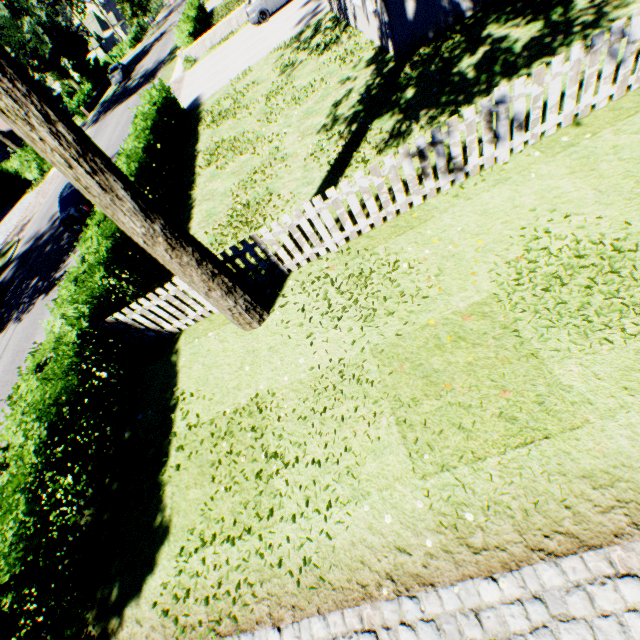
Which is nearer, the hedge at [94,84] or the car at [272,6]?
the car at [272,6]

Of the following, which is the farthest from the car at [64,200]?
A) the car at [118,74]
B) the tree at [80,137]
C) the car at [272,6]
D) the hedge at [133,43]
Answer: the car at [118,74]

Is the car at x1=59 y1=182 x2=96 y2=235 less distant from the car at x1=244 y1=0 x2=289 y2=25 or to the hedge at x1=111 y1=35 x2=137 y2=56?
the car at x1=244 y1=0 x2=289 y2=25

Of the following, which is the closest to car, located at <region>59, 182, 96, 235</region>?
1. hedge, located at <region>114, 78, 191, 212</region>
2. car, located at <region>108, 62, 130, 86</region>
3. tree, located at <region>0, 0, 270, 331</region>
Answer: hedge, located at <region>114, 78, 191, 212</region>

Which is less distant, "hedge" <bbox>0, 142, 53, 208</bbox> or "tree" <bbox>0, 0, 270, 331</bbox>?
"tree" <bbox>0, 0, 270, 331</bbox>

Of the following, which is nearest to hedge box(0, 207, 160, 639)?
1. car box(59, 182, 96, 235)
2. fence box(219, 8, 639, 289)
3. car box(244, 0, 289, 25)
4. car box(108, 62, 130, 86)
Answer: fence box(219, 8, 639, 289)

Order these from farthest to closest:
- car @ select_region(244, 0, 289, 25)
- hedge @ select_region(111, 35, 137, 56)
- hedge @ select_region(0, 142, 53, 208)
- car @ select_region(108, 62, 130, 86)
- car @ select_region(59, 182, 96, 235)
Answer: hedge @ select_region(111, 35, 137, 56), car @ select_region(108, 62, 130, 86), hedge @ select_region(0, 142, 53, 208), car @ select_region(244, 0, 289, 25), car @ select_region(59, 182, 96, 235)

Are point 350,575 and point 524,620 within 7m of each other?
yes
